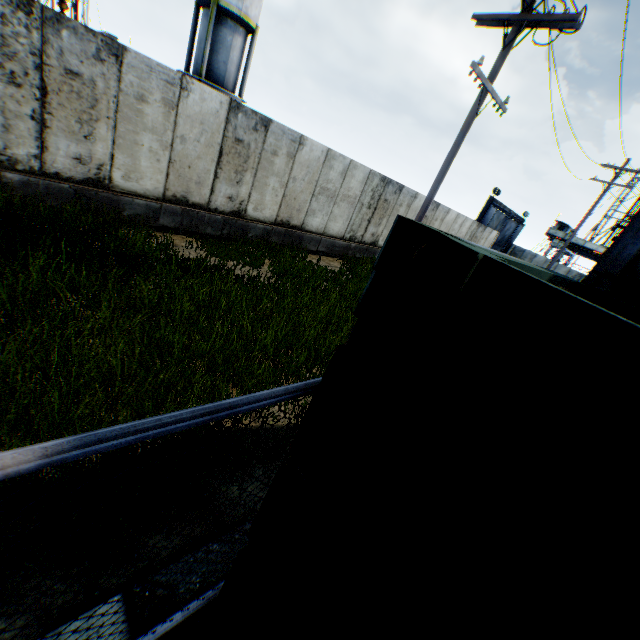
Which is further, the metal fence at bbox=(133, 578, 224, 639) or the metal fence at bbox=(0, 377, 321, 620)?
the metal fence at bbox=(133, 578, 224, 639)

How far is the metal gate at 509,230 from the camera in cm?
2856

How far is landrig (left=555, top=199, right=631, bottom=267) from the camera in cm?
3922

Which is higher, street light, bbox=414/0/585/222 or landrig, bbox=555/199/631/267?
street light, bbox=414/0/585/222

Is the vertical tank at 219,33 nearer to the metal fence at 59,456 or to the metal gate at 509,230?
the metal gate at 509,230

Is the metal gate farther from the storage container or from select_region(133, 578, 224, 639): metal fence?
the storage container

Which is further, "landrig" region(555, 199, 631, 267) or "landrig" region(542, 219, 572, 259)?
"landrig" region(542, 219, 572, 259)

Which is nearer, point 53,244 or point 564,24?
point 53,244
